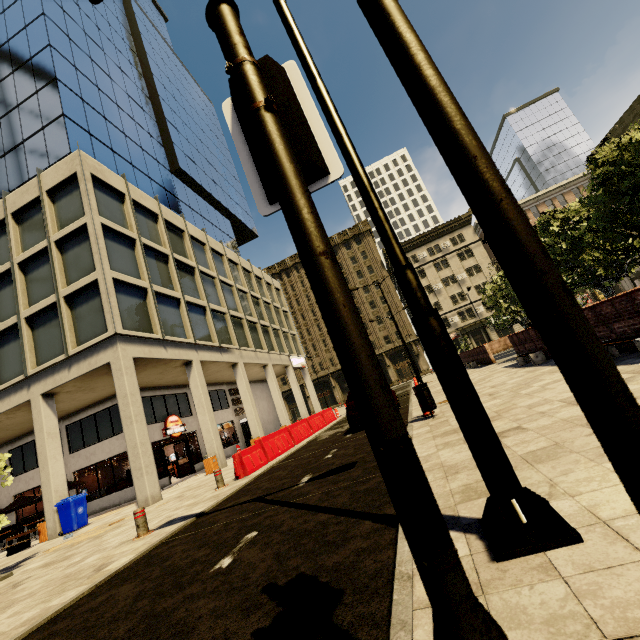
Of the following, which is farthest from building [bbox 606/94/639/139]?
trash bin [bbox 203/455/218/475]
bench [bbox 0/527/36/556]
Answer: bench [bbox 0/527/36/556]

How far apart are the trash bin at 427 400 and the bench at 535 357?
5.0m

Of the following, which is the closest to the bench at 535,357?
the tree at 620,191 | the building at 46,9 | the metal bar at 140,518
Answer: the tree at 620,191

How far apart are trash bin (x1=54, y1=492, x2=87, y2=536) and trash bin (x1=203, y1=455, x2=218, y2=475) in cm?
473

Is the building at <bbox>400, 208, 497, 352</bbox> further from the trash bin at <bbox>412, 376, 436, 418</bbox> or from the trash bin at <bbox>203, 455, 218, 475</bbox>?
the trash bin at <bbox>412, 376, 436, 418</bbox>

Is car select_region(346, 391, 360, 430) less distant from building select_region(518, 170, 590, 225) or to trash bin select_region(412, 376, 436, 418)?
trash bin select_region(412, 376, 436, 418)

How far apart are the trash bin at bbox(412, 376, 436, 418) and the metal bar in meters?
6.8

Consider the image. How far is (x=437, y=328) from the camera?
2.4m
